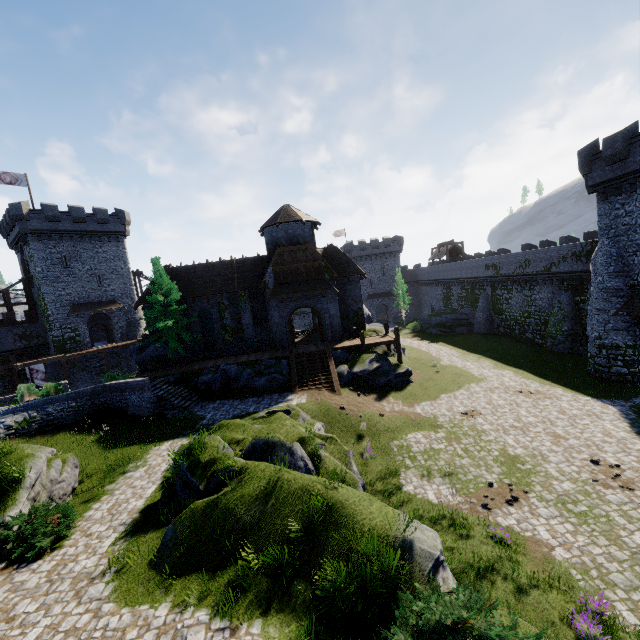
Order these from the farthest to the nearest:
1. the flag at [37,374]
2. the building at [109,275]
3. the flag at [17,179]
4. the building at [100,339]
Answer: A:
the building at [100,339]
the building at [109,275]
the flag at [17,179]
the flag at [37,374]

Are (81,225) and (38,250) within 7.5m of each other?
yes

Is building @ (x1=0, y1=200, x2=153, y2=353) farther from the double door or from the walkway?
the walkway

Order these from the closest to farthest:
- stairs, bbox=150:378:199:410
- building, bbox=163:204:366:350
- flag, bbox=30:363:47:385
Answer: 1. stairs, bbox=150:378:199:410
2. building, bbox=163:204:366:350
3. flag, bbox=30:363:47:385

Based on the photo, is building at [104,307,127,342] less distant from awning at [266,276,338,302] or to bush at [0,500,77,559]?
awning at [266,276,338,302]

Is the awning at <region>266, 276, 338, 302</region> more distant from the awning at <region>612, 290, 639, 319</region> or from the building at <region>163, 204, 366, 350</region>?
the awning at <region>612, 290, 639, 319</region>

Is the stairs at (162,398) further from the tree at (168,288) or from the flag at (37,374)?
the flag at (37,374)

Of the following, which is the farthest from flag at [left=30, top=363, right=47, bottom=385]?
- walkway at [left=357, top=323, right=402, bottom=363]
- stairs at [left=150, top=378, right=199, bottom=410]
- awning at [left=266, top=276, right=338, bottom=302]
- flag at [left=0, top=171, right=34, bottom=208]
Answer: walkway at [left=357, top=323, right=402, bottom=363]
